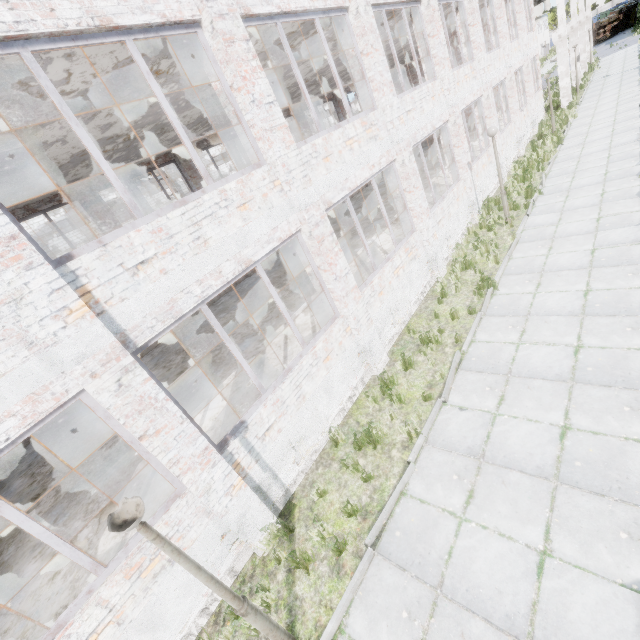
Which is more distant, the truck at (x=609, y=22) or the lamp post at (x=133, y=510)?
the truck at (x=609, y=22)

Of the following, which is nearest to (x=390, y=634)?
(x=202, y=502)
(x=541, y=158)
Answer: (x=202, y=502)

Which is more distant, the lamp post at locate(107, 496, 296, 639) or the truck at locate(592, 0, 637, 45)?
the truck at locate(592, 0, 637, 45)
